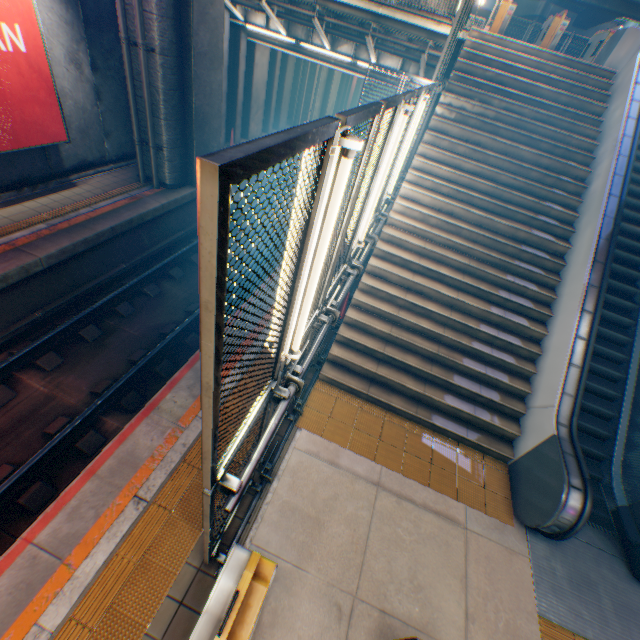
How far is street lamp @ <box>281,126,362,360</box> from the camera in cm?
183

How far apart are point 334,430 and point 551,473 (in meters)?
3.48

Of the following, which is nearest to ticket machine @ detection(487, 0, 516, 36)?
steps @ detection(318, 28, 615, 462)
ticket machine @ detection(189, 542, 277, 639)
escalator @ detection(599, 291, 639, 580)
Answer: steps @ detection(318, 28, 615, 462)

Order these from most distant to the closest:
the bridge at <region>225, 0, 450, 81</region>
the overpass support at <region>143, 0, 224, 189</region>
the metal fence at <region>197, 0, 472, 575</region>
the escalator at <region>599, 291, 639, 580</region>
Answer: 1. the bridge at <region>225, 0, 450, 81</region>
2. the overpass support at <region>143, 0, 224, 189</region>
3. the escalator at <region>599, 291, 639, 580</region>
4. the metal fence at <region>197, 0, 472, 575</region>

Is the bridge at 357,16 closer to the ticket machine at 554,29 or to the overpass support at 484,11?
the overpass support at 484,11

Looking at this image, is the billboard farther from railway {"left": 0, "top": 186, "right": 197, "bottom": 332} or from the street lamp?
the street lamp

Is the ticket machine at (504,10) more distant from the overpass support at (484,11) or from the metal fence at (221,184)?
the overpass support at (484,11)

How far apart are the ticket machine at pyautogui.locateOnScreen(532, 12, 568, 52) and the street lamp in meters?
14.0 m
